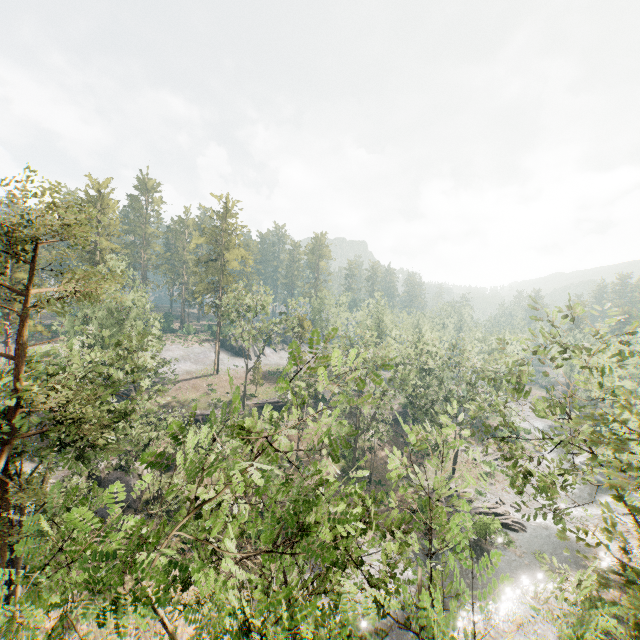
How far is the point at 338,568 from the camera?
8.3 meters

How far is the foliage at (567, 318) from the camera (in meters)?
12.52

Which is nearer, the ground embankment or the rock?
the rock

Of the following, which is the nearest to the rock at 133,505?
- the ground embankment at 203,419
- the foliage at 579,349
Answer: the ground embankment at 203,419

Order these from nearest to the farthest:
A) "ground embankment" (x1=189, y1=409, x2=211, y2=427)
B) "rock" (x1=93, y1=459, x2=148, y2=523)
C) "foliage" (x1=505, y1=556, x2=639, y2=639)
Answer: "foliage" (x1=505, y1=556, x2=639, y2=639), "rock" (x1=93, y1=459, x2=148, y2=523), "ground embankment" (x1=189, y1=409, x2=211, y2=427)

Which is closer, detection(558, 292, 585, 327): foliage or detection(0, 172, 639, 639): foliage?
detection(0, 172, 639, 639): foliage

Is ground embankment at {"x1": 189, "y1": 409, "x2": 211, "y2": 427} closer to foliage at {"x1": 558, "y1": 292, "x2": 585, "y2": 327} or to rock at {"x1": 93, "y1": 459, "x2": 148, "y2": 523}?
rock at {"x1": 93, "y1": 459, "x2": 148, "y2": 523}
